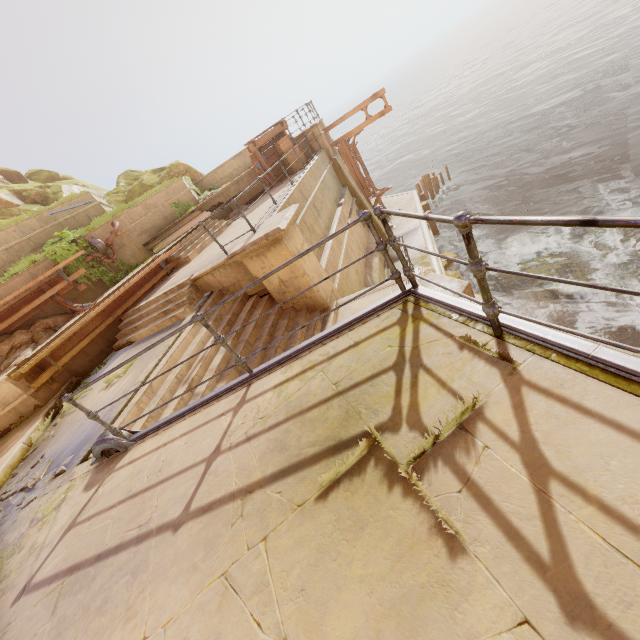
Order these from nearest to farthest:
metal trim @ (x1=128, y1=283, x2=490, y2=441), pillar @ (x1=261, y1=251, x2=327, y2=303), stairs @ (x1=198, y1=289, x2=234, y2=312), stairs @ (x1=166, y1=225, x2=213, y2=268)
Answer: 1. metal trim @ (x1=128, y1=283, x2=490, y2=441)
2. pillar @ (x1=261, y1=251, x2=327, y2=303)
3. stairs @ (x1=198, y1=289, x2=234, y2=312)
4. stairs @ (x1=166, y1=225, x2=213, y2=268)

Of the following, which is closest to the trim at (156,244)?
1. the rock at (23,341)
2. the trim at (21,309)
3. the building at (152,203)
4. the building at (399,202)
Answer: the building at (152,203)

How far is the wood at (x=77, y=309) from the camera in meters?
10.2 m

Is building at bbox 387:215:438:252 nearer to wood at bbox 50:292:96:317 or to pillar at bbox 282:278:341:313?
pillar at bbox 282:278:341:313

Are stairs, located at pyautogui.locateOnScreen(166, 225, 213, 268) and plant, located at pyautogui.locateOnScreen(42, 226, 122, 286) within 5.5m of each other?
yes

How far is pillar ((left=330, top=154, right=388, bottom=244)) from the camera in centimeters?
1623cm

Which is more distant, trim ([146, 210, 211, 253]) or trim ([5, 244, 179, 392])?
trim ([146, 210, 211, 253])

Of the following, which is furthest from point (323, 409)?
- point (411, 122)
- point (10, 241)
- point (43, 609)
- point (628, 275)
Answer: point (411, 122)
